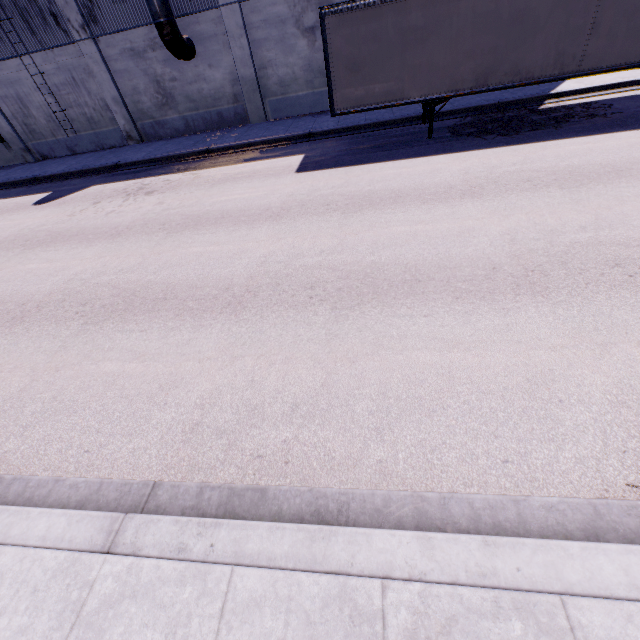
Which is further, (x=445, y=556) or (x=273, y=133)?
(x=273, y=133)

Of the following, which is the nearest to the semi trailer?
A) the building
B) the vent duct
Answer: the building

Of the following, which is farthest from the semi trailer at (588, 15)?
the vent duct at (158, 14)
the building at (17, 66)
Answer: the vent duct at (158, 14)

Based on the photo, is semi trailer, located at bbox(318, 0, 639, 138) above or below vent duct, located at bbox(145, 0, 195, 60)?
below

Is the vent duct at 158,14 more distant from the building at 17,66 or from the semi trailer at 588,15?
the semi trailer at 588,15

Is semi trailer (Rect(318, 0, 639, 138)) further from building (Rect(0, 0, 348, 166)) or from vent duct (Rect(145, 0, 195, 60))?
vent duct (Rect(145, 0, 195, 60))
